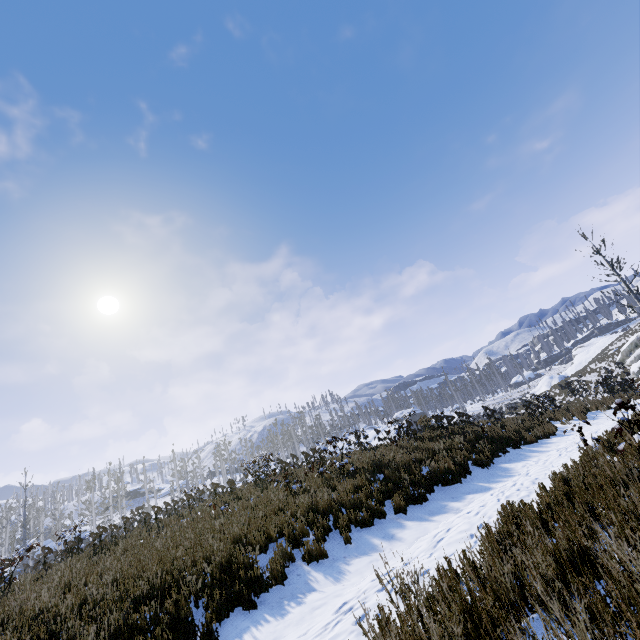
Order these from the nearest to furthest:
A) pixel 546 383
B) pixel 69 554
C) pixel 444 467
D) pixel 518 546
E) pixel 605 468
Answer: pixel 518 546, pixel 605 468, pixel 444 467, pixel 69 554, pixel 546 383
